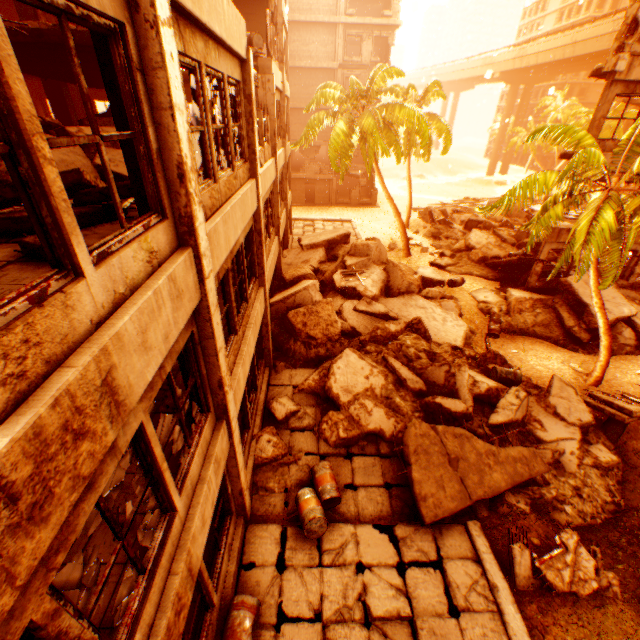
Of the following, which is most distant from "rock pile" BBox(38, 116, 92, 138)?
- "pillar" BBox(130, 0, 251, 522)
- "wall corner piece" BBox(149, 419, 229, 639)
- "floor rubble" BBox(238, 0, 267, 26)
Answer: "wall corner piece" BBox(149, 419, 229, 639)

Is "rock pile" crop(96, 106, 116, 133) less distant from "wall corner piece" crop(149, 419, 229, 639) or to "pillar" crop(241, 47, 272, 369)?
"pillar" crop(241, 47, 272, 369)

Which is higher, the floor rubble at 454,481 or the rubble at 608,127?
the rubble at 608,127

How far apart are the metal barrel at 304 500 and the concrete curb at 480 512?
3.00m

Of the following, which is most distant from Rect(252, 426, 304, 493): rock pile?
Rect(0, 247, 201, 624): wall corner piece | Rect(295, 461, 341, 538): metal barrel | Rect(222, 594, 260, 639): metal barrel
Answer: Rect(0, 247, 201, 624): wall corner piece

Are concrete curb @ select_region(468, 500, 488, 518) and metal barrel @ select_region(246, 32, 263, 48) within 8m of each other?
no

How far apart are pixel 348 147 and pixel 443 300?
11.0m

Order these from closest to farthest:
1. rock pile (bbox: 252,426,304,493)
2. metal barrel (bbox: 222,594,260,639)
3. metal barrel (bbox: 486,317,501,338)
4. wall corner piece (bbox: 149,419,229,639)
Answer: wall corner piece (bbox: 149,419,229,639) < metal barrel (bbox: 222,594,260,639) < rock pile (bbox: 252,426,304,493) < metal barrel (bbox: 486,317,501,338)
